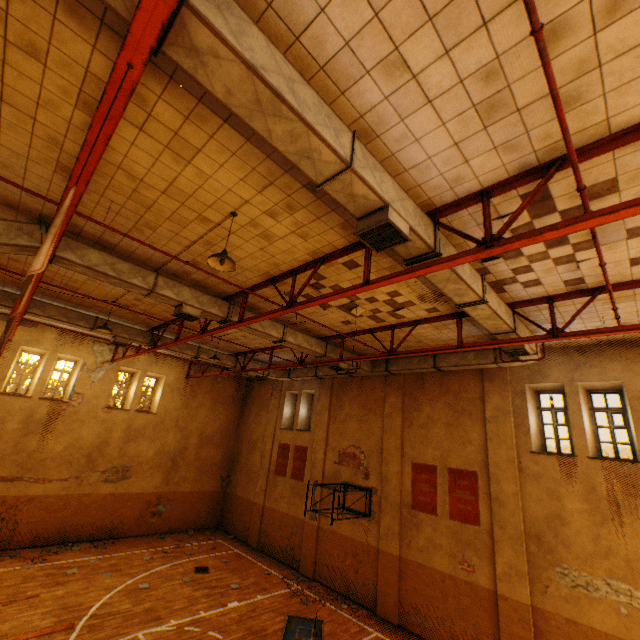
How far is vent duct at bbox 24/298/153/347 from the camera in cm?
1071

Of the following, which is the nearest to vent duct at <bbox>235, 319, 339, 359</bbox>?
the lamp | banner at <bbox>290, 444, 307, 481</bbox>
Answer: the lamp

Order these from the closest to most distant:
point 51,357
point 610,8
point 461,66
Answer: point 610,8
point 461,66
point 51,357

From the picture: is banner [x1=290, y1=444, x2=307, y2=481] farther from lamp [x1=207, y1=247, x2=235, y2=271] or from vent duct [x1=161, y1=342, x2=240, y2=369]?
lamp [x1=207, y1=247, x2=235, y2=271]

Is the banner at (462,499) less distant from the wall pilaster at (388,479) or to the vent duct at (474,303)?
the wall pilaster at (388,479)

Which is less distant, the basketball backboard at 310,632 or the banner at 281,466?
the basketball backboard at 310,632

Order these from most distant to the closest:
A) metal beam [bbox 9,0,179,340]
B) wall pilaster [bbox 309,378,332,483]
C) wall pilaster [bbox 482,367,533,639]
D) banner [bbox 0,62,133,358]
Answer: wall pilaster [bbox 309,378,332,483], wall pilaster [bbox 482,367,533,639], banner [bbox 0,62,133,358], metal beam [bbox 9,0,179,340]

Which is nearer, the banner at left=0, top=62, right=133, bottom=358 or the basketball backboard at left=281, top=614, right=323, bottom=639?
the banner at left=0, top=62, right=133, bottom=358
